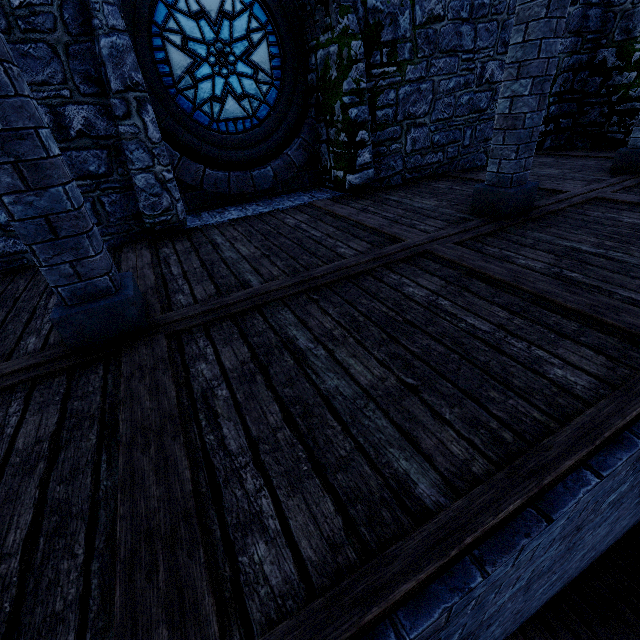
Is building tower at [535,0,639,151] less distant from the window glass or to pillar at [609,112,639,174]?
the window glass

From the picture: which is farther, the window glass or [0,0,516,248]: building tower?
the window glass

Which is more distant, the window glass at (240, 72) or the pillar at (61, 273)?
the window glass at (240, 72)

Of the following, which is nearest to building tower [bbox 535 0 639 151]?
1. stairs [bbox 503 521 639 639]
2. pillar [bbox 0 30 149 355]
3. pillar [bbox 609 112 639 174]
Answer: stairs [bbox 503 521 639 639]

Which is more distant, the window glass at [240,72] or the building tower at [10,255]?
the window glass at [240,72]

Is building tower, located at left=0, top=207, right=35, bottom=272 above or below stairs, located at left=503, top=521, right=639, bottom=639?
above

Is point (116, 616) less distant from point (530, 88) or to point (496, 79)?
point (530, 88)

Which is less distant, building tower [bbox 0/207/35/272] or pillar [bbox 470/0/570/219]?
pillar [bbox 470/0/570/219]
